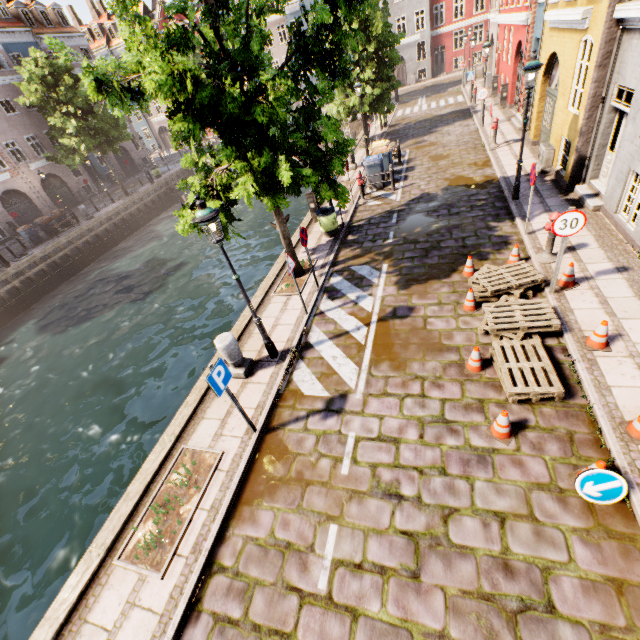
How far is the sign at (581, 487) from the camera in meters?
4.1 m

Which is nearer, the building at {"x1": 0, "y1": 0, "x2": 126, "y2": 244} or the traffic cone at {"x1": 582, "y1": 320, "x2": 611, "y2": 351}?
the traffic cone at {"x1": 582, "y1": 320, "x2": 611, "y2": 351}

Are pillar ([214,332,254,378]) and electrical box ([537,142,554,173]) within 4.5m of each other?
no

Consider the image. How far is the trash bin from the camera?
11.6 meters

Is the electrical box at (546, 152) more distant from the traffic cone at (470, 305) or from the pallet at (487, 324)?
the traffic cone at (470, 305)

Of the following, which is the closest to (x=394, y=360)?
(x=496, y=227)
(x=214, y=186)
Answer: (x=214, y=186)

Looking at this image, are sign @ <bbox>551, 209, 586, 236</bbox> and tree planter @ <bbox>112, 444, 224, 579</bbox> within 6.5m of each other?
no

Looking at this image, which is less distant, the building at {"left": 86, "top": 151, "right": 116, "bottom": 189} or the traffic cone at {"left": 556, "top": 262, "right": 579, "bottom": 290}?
the traffic cone at {"left": 556, "top": 262, "right": 579, "bottom": 290}
